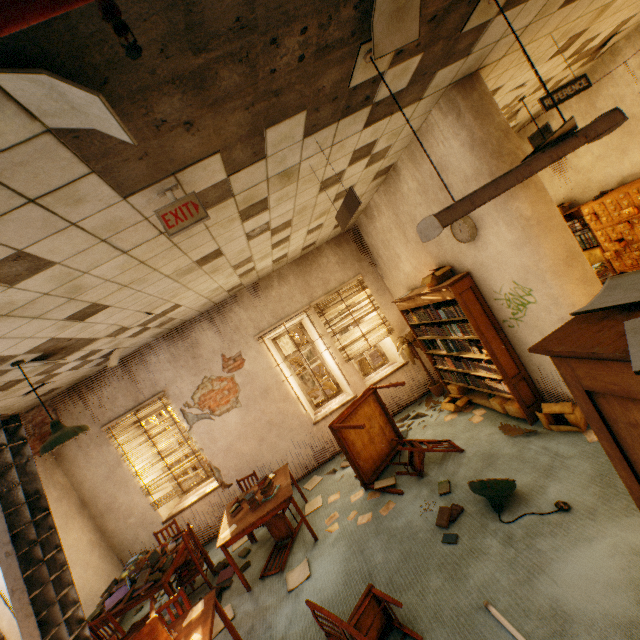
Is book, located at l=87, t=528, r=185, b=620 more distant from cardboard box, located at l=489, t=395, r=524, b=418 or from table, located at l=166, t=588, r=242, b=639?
cardboard box, located at l=489, t=395, r=524, b=418

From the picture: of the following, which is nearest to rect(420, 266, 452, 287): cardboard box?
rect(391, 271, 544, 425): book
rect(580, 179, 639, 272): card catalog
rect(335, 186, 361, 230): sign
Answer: rect(391, 271, 544, 425): book

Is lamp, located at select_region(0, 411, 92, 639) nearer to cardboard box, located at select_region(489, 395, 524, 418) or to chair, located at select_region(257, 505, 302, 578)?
chair, located at select_region(257, 505, 302, 578)

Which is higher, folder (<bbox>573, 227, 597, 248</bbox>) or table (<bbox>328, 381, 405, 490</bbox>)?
folder (<bbox>573, 227, 597, 248</bbox>)

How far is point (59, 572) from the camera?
1.6m

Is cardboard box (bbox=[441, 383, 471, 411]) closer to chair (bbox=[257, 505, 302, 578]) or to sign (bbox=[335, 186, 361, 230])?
chair (bbox=[257, 505, 302, 578])

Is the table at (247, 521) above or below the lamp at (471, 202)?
below

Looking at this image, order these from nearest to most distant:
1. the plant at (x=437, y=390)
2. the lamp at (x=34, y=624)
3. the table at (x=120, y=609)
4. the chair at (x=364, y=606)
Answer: the lamp at (x=34, y=624)
the chair at (x=364, y=606)
the table at (x=120, y=609)
the plant at (x=437, y=390)
